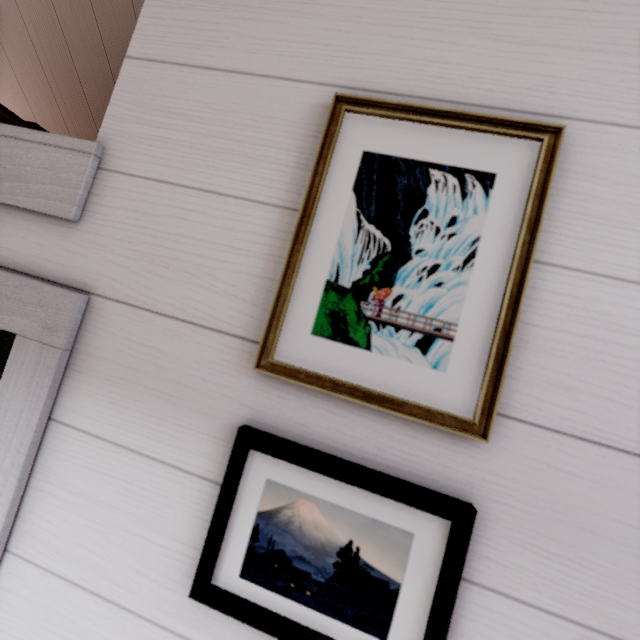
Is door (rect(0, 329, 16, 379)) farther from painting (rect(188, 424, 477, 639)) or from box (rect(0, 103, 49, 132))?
painting (rect(188, 424, 477, 639))

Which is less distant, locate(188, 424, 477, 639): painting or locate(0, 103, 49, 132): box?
locate(188, 424, 477, 639): painting

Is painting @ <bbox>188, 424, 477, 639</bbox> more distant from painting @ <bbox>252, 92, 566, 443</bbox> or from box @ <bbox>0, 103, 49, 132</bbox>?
box @ <bbox>0, 103, 49, 132</bbox>

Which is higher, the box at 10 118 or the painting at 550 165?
the box at 10 118

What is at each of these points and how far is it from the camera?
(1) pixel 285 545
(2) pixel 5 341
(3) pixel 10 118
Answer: (1) painting, 0.45m
(2) door, 1.47m
(3) box, 1.08m

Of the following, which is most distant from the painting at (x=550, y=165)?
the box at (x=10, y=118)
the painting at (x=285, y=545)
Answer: the box at (x=10, y=118)

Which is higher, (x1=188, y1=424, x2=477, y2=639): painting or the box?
the box

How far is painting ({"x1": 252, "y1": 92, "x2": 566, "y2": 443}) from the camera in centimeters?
44cm
